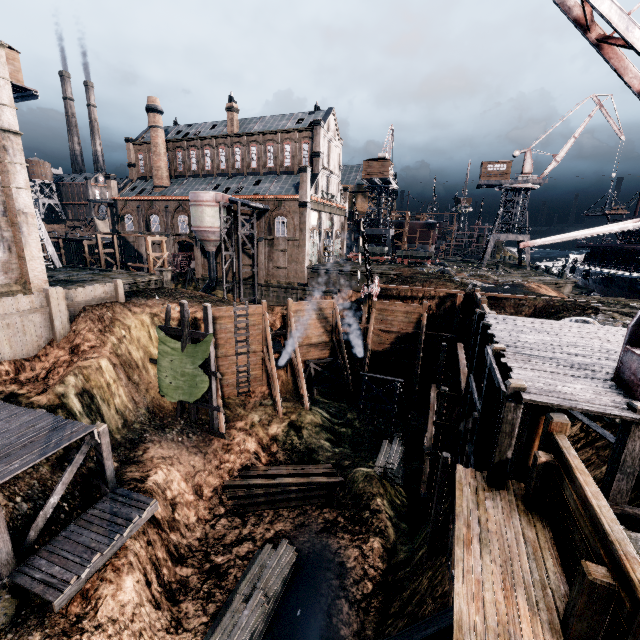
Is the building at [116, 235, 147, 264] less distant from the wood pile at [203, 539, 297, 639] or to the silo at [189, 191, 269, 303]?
the silo at [189, 191, 269, 303]

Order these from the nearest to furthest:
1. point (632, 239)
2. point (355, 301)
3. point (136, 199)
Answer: point (355, 301)
point (632, 239)
point (136, 199)

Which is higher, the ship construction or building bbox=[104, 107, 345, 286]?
building bbox=[104, 107, 345, 286]

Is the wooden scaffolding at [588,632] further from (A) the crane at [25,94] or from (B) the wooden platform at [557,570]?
(A) the crane at [25,94]

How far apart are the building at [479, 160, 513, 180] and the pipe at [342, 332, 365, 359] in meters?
40.4

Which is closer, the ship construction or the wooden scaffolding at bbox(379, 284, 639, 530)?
the wooden scaffolding at bbox(379, 284, 639, 530)

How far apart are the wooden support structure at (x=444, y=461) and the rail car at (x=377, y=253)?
43.64m

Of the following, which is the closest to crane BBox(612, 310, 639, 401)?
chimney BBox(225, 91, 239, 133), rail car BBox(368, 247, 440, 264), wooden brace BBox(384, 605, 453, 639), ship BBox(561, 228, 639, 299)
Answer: wooden brace BBox(384, 605, 453, 639)
